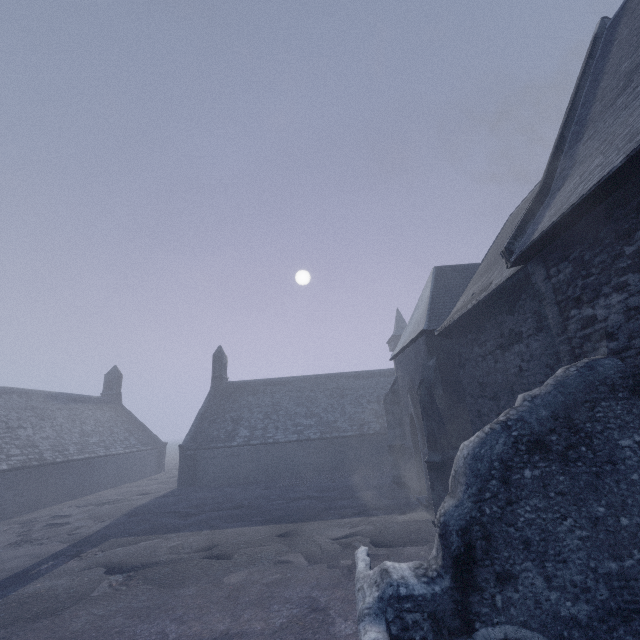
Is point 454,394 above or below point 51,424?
below

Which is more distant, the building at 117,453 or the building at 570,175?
the building at 117,453

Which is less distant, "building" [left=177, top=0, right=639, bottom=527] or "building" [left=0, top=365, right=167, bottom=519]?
"building" [left=177, top=0, right=639, bottom=527]
